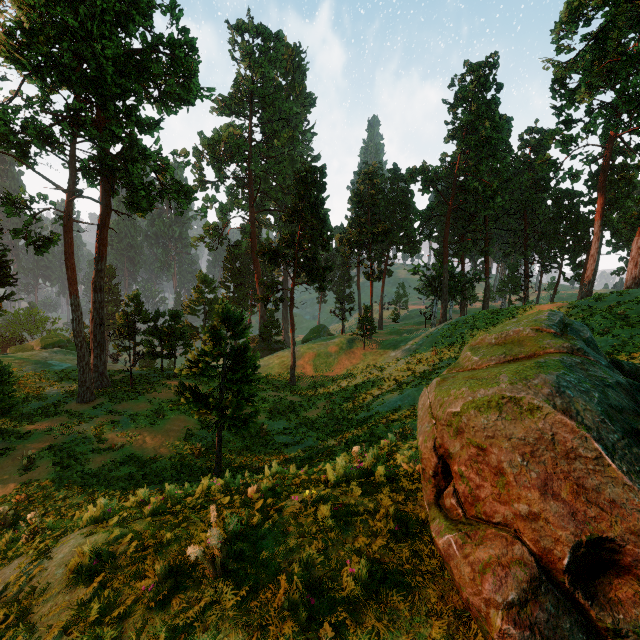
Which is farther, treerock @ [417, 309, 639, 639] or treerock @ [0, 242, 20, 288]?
treerock @ [0, 242, 20, 288]

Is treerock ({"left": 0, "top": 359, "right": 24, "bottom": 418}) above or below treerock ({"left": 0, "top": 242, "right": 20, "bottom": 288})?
below

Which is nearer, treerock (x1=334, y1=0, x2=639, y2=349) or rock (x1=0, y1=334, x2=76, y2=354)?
treerock (x1=334, y1=0, x2=639, y2=349)

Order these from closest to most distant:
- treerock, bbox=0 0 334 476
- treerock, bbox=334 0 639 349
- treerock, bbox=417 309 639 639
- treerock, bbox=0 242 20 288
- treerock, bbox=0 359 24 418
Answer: treerock, bbox=417 309 639 639 < treerock, bbox=0 359 24 418 < treerock, bbox=0 0 334 476 < treerock, bbox=0 242 20 288 < treerock, bbox=334 0 639 349

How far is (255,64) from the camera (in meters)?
54.62

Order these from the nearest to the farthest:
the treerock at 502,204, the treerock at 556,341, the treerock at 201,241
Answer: the treerock at 556,341, the treerock at 201,241, the treerock at 502,204

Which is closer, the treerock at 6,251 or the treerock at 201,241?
the treerock at 201,241
